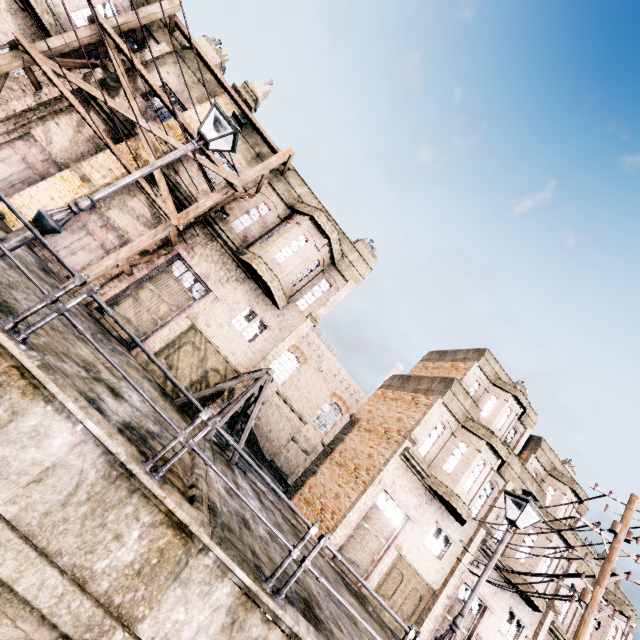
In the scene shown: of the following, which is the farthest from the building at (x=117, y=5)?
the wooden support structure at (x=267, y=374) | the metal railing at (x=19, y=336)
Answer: the metal railing at (x=19, y=336)

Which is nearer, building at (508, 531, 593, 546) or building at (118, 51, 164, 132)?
building at (118, 51, 164, 132)

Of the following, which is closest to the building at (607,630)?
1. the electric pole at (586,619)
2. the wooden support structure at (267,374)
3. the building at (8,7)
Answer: the electric pole at (586,619)

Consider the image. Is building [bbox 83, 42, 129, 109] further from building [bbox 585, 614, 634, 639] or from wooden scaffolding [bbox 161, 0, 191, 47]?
building [bbox 585, 614, 634, 639]

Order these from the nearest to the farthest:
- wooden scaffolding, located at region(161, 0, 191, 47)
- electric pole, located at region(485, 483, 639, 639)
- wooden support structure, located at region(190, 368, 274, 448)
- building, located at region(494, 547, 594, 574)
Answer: electric pole, located at region(485, 483, 639, 639) < wooden support structure, located at region(190, 368, 274, 448) < wooden scaffolding, located at region(161, 0, 191, 47) < building, located at region(494, 547, 594, 574)

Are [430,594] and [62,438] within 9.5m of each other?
no

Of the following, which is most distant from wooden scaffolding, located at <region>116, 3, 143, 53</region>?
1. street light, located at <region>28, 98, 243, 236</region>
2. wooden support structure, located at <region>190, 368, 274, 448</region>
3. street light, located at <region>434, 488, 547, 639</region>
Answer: street light, located at <region>434, 488, 547, 639</region>
